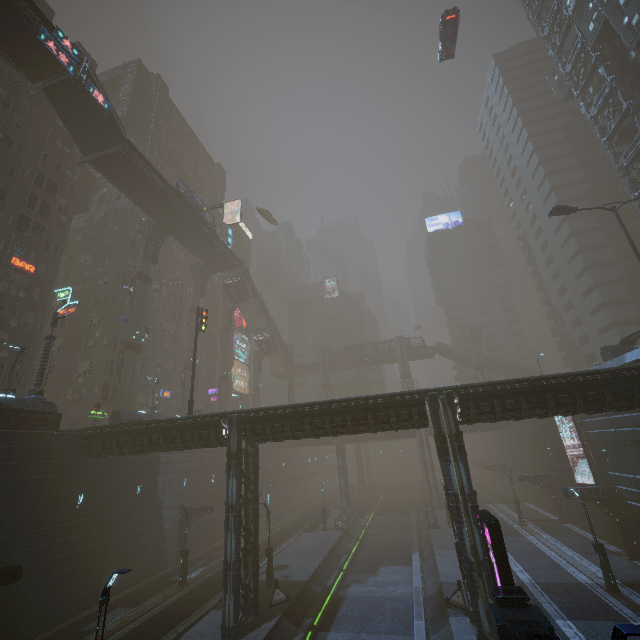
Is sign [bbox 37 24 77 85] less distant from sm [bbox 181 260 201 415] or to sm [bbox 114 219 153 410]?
sm [bbox 114 219 153 410]

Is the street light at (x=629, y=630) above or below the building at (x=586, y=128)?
below

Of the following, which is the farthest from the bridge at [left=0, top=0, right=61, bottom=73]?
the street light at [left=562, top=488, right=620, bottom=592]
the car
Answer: the street light at [left=562, top=488, right=620, bottom=592]

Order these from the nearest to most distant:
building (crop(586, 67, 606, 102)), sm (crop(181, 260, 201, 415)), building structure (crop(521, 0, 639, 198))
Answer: building structure (crop(521, 0, 639, 198))
building (crop(586, 67, 606, 102))
sm (crop(181, 260, 201, 415))

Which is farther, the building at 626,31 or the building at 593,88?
the building at 593,88

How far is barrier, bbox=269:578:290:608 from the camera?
21.1 meters

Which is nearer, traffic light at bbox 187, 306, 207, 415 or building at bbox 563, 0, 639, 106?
traffic light at bbox 187, 306, 207, 415

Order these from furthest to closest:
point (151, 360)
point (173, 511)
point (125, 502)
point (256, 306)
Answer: point (256, 306), point (151, 360), point (173, 511), point (125, 502)
